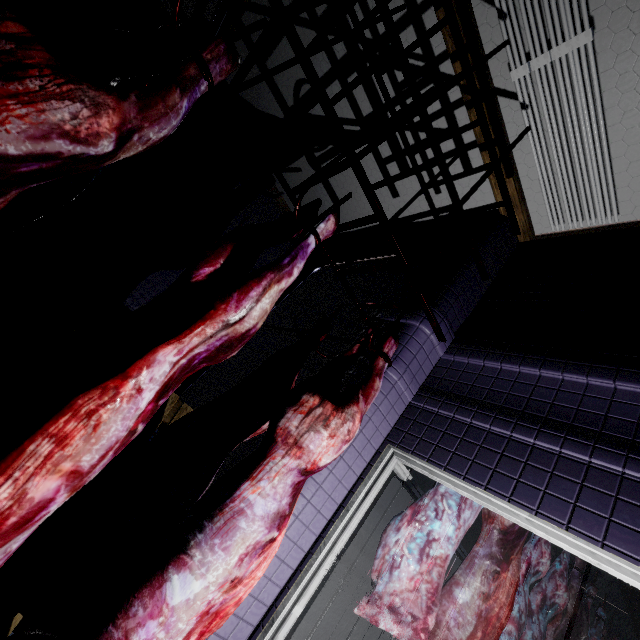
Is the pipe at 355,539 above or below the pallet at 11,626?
above

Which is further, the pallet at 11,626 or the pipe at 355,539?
the pipe at 355,539

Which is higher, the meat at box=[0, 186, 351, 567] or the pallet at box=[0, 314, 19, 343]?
the meat at box=[0, 186, 351, 567]

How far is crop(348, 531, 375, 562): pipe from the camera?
6.05m

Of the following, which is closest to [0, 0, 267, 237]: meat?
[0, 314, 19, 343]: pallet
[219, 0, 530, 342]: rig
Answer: [219, 0, 530, 342]: rig

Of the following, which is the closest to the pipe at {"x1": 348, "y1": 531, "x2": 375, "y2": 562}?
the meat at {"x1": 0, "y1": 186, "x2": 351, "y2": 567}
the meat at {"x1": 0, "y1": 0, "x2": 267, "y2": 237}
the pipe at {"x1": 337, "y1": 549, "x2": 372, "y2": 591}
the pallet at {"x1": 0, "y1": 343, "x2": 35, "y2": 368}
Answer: the pipe at {"x1": 337, "y1": 549, "x2": 372, "y2": 591}

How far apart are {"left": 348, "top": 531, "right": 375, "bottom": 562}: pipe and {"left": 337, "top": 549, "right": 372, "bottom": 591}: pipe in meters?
0.1 m

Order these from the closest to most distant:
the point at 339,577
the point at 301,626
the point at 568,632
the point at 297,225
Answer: the point at 297,225 < the point at 568,632 < the point at 301,626 < the point at 339,577
